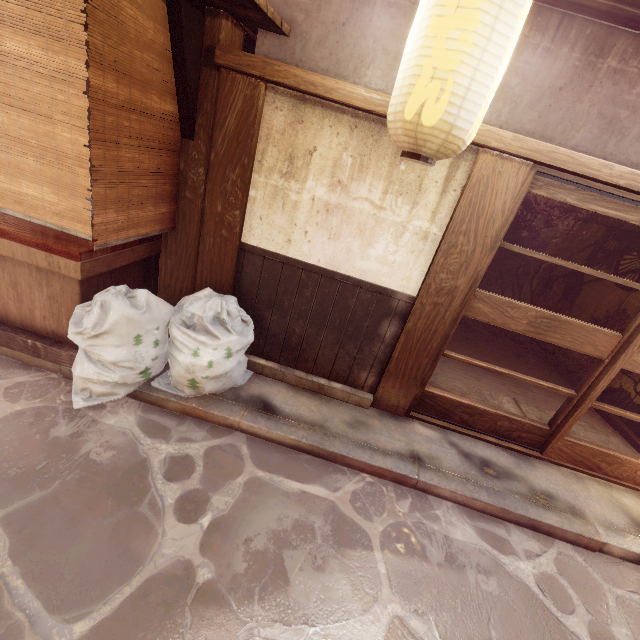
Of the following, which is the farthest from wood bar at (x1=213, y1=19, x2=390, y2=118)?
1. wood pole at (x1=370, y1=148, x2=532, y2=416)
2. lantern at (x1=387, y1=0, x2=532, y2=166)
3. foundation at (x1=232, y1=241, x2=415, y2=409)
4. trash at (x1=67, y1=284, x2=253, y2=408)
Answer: trash at (x1=67, y1=284, x2=253, y2=408)

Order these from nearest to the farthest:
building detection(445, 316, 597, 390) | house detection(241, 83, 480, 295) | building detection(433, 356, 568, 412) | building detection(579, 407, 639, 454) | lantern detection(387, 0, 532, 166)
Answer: lantern detection(387, 0, 532, 166) → house detection(241, 83, 480, 295) → building detection(579, 407, 639, 454) → building detection(433, 356, 568, 412) → building detection(445, 316, 597, 390)

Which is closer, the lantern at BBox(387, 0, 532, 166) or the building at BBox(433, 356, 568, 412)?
the lantern at BBox(387, 0, 532, 166)

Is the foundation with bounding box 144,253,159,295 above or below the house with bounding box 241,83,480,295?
below

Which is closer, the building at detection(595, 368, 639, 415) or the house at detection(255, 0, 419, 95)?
the house at detection(255, 0, 419, 95)

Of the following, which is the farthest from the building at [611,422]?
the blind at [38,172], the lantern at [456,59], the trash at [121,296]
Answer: the blind at [38,172]

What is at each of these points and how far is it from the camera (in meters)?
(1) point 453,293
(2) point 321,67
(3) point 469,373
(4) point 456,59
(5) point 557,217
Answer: (1) wood pole, 5.77
(2) house, 5.11
(3) building, 9.87
(4) lantern, 3.16
(5) building, 15.11

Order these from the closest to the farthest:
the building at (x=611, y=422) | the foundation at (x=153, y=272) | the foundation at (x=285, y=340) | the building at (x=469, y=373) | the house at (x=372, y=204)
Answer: the house at (x=372, y=204)
the foundation at (x=285, y=340)
the foundation at (x=153, y=272)
the building at (x=611, y=422)
the building at (x=469, y=373)
